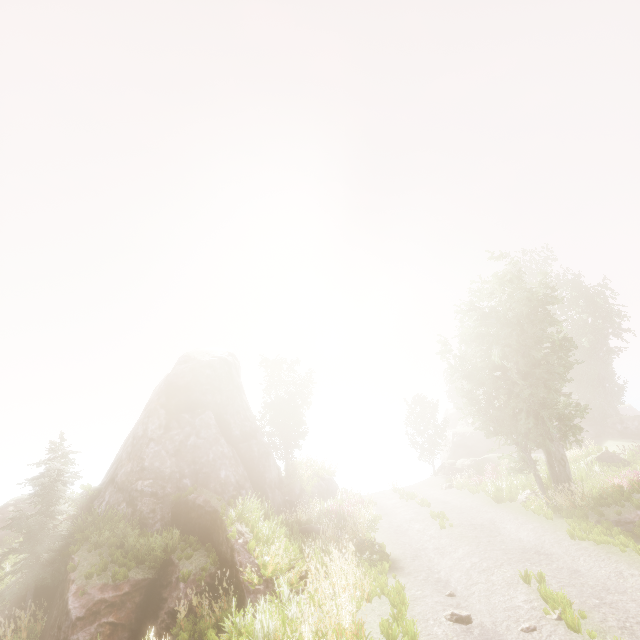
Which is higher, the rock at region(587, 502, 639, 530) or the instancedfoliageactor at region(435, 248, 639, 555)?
the instancedfoliageactor at region(435, 248, 639, 555)

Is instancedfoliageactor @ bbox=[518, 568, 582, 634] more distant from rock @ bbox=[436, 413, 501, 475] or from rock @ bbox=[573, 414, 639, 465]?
rock @ bbox=[436, 413, 501, 475]

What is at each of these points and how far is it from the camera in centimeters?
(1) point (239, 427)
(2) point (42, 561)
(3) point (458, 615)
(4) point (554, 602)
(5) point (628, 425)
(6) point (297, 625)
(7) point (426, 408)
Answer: (1) rock, 2080cm
(2) instancedfoliageactor, 1230cm
(3) instancedfoliageactor, 740cm
(4) instancedfoliageactor, 740cm
(5) rock, 3173cm
(6) instancedfoliageactor, 744cm
(7) instancedfoliageactor, 3828cm

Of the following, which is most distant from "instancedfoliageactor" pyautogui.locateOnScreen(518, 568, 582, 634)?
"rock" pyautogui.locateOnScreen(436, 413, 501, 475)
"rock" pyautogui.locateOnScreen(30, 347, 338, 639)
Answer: "rock" pyautogui.locateOnScreen(436, 413, 501, 475)

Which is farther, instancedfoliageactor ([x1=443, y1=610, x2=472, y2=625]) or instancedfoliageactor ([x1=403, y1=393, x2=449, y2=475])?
instancedfoliageactor ([x1=403, y1=393, x2=449, y2=475])

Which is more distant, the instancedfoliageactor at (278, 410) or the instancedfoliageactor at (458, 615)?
the instancedfoliageactor at (278, 410)

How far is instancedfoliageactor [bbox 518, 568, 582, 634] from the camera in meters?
6.5

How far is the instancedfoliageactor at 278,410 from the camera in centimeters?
2552cm
